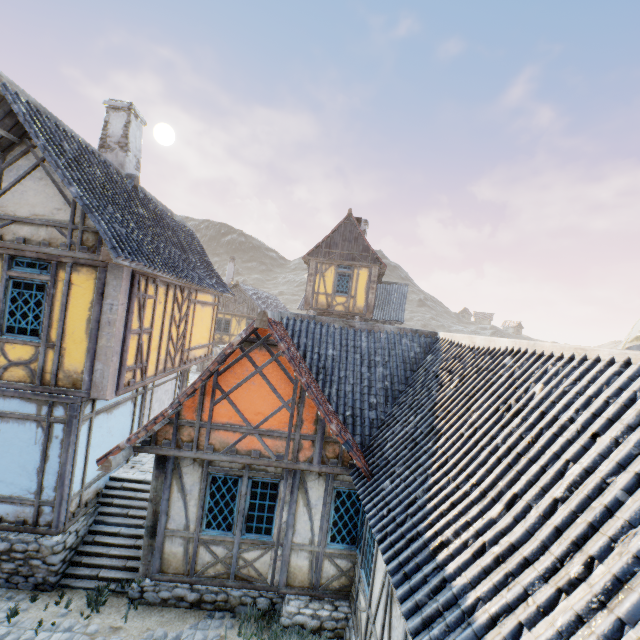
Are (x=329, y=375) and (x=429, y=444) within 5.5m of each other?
yes

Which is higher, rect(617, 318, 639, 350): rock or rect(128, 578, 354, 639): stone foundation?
rect(617, 318, 639, 350): rock

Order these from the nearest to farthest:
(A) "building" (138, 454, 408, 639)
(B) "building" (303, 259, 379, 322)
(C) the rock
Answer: (A) "building" (138, 454, 408, 639)
(B) "building" (303, 259, 379, 322)
(C) the rock

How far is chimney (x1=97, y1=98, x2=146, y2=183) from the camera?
10.1m

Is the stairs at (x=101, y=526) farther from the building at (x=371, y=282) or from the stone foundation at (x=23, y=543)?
the building at (x=371, y=282)

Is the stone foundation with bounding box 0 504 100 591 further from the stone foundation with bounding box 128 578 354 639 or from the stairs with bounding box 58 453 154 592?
the stone foundation with bounding box 128 578 354 639

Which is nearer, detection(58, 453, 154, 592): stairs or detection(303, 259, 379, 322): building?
detection(58, 453, 154, 592): stairs

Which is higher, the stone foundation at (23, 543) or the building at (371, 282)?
the building at (371, 282)
